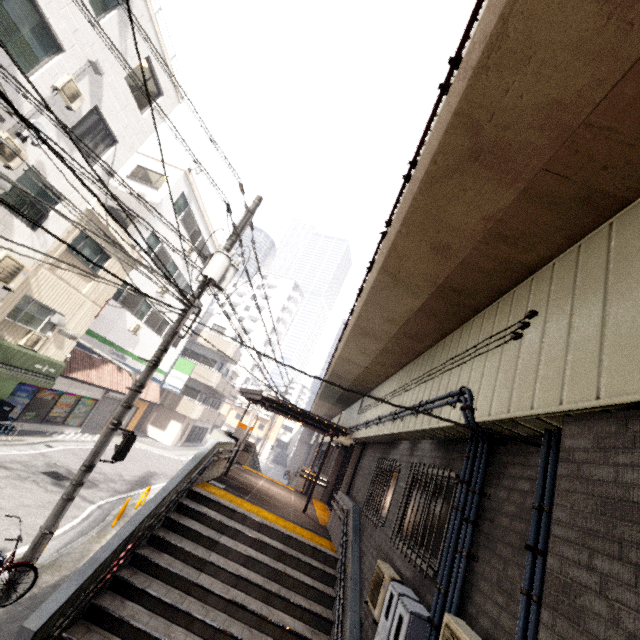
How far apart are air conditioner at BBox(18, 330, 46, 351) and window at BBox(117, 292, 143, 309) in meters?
4.9

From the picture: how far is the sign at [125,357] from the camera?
16.1 meters

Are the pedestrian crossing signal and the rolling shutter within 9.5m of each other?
no

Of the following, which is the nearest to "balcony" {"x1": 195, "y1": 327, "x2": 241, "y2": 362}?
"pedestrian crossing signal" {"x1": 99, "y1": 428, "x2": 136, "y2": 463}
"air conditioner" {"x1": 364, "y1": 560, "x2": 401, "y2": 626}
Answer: "pedestrian crossing signal" {"x1": 99, "y1": 428, "x2": 136, "y2": 463}

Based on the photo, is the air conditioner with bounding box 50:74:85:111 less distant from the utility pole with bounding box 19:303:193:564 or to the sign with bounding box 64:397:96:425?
the utility pole with bounding box 19:303:193:564

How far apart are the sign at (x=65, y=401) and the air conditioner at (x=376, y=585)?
17.4 meters

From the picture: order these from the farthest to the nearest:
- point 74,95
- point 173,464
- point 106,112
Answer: point 173,464 → point 106,112 → point 74,95

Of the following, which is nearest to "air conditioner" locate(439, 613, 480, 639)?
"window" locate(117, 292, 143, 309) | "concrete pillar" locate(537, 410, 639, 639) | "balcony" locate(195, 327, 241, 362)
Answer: "concrete pillar" locate(537, 410, 639, 639)
